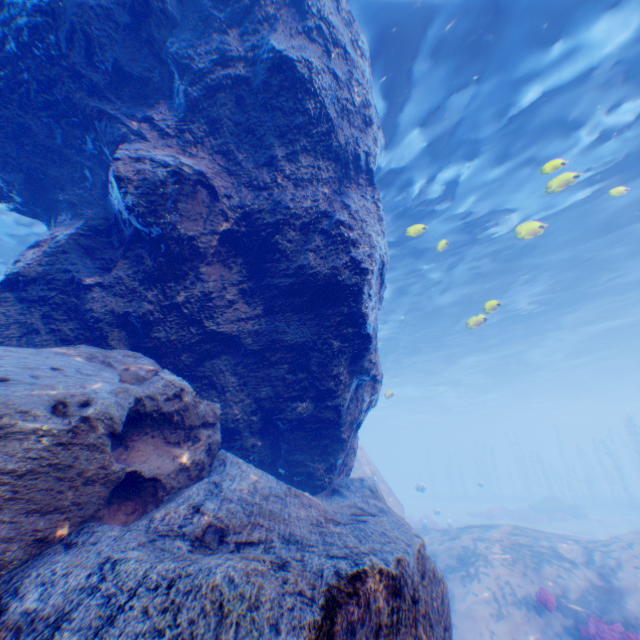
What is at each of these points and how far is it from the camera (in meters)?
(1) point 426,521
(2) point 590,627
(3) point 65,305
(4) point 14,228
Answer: (1) instancedfoliageactor, 20.17
(2) instancedfoliageactor, 5.96
(3) rock, 4.58
(4) light, 12.18

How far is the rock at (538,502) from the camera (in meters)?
26.23

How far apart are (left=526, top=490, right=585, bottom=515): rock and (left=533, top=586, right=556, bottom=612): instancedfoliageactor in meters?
25.8

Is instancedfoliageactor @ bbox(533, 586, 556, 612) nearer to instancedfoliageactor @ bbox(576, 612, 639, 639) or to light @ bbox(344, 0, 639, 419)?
instancedfoliageactor @ bbox(576, 612, 639, 639)

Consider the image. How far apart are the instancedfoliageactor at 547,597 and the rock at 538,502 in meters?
25.8

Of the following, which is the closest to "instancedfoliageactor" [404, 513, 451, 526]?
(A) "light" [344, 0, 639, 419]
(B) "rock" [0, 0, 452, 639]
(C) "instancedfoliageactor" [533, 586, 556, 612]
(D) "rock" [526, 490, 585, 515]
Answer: (B) "rock" [0, 0, 452, 639]

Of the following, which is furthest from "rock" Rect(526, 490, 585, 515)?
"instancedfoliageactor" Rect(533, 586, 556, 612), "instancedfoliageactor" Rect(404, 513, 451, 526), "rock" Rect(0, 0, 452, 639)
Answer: "instancedfoliageactor" Rect(533, 586, 556, 612)

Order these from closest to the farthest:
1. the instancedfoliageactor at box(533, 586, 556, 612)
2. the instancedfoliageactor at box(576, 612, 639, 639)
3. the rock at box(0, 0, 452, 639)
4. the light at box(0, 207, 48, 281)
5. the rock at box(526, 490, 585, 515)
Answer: the rock at box(0, 0, 452, 639), the instancedfoliageactor at box(576, 612, 639, 639), the instancedfoliageactor at box(533, 586, 556, 612), the light at box(0, 207, 48, 281), the rock at box(526, 490, 585, 515)
